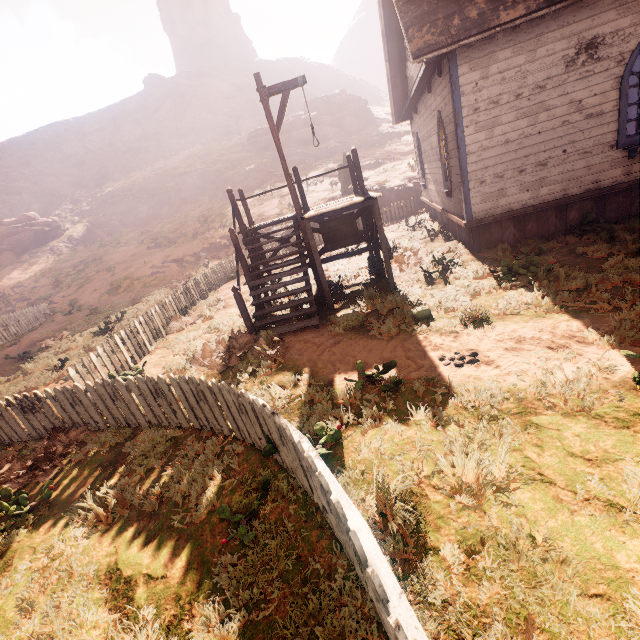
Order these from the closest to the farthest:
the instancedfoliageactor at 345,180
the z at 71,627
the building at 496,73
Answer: the z at 71,627 → the building at 496,73 → the instancedfoliageactor at 345,180

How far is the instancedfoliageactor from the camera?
20.8 meters

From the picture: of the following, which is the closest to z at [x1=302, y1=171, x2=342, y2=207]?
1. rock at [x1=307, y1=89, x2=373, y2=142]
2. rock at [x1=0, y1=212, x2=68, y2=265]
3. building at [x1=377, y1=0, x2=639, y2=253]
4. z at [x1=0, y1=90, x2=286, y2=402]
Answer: building at [x1=377, y1=0, x2=639, y2=253]

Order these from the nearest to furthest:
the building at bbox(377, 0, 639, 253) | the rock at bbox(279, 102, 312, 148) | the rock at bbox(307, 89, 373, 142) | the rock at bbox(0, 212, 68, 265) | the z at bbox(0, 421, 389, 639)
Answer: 1. the z at bbox(0, 421, 389, 639)
2. the building at bbox(377, 0, 639, 253)
3. the rock at bbox(0, 212, 68, 265)
4. the rock at bbox(279, 102, 312, 148)
5. the rock at bbox(307, 89, 373, 142)

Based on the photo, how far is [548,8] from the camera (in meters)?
6.52

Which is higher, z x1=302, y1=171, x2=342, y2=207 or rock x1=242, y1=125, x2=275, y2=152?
rock x1=242, y1=125, x2=275, y2=152

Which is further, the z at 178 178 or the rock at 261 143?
the rock at 261 143

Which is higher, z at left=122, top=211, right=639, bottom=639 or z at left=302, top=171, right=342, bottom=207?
z at left=302, top=171, right=342, bottom=207
